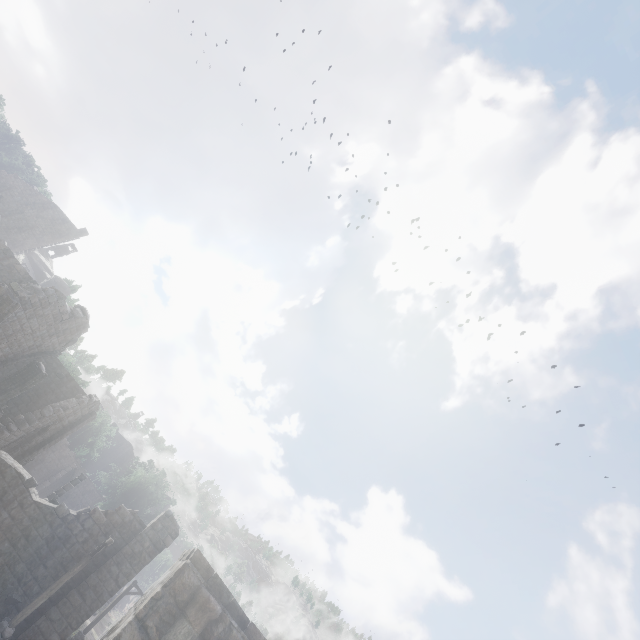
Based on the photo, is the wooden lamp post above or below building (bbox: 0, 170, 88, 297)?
below

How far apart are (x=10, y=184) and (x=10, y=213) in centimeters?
416cm

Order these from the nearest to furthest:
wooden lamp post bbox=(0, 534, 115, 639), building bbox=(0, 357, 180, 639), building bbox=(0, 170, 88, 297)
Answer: wooden lamp post bbox=(0, 534, 115, 639) → building bbox=(0, 357, 180, 639) → building bbox=(0, 170, 88, 297)

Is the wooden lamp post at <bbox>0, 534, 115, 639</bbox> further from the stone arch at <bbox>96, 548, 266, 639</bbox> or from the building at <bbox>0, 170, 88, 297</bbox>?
the stone arch at <bbox>96, 548, 266, 639</bbox>

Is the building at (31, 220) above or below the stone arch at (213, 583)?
above

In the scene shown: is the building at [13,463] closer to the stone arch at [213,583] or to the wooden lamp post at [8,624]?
the stone arch at [213,583]

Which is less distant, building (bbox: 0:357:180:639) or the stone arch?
the stone arch
